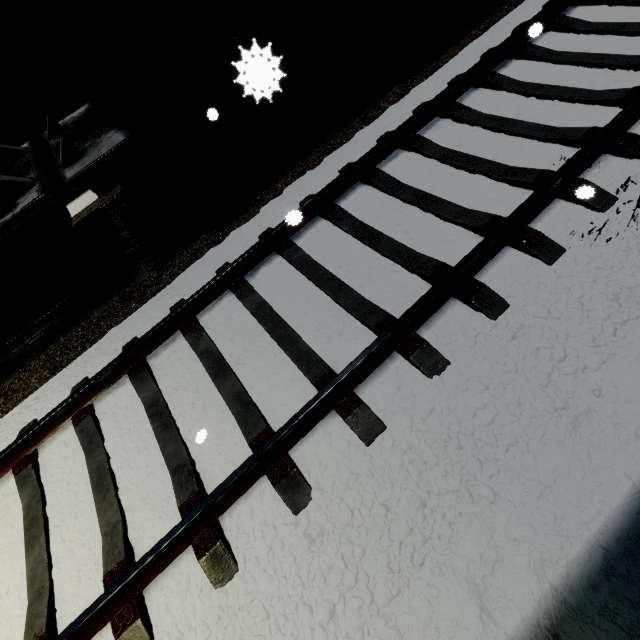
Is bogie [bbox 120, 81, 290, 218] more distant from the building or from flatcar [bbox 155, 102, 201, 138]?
the building

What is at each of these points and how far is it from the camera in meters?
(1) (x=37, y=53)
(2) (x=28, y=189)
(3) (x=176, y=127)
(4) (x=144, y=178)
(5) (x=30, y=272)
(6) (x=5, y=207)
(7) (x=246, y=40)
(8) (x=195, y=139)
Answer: (1) building, 6.4 m
(2) flatcar, 4.0 m
(3) flatcar, 4.2 m
(4) bogie, 4.4 m
(5) bogie, 4.3 m
(6) cargo container, 3.8 m
(7) cargo car, 4.0 m
(8) bogie, 4.5 m

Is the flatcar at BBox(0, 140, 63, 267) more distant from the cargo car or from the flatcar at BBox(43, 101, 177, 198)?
the cargo car

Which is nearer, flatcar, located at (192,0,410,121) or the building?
flatcar, located at (192,0,410,121)

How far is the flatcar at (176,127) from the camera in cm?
404

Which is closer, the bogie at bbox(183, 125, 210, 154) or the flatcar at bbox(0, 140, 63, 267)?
the flatcar at bbox(0, 140, 63, 267)

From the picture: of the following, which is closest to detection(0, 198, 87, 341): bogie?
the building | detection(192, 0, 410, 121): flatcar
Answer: detection(192, 0, 410, 121): flatcar

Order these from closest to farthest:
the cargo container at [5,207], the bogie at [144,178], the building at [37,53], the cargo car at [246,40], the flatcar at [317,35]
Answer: the flatcar at [317,35], the cargo car at [246,40], the cargo container at [5,207], the bogie at [144,178], the building at [37,53]
